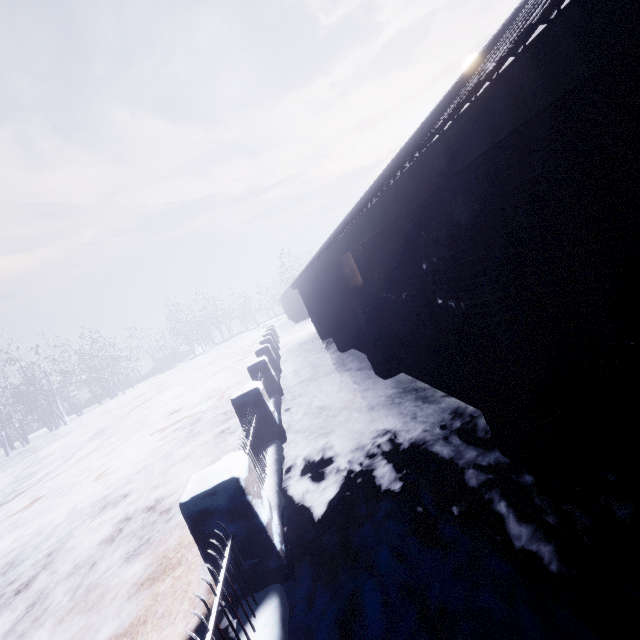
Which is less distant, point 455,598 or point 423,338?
point 455,598
